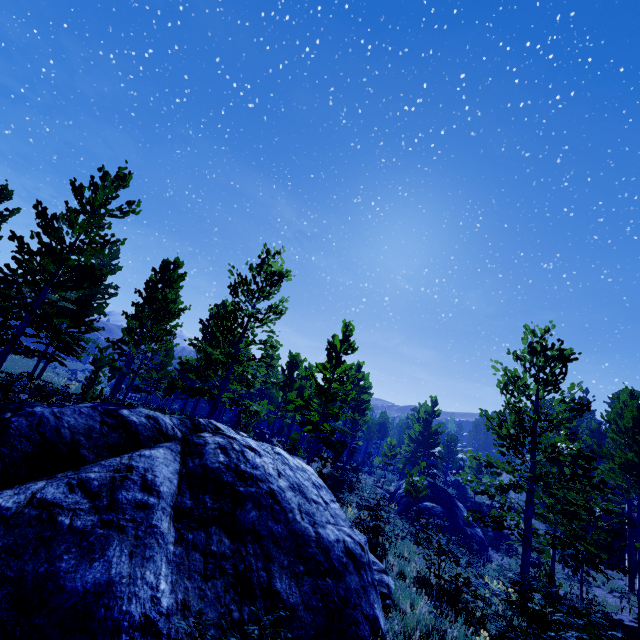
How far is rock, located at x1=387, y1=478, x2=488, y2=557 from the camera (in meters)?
22.19

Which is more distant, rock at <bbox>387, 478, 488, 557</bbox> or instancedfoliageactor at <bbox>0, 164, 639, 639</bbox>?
rock at <bbox>387, 478, 488, 557</bbox>

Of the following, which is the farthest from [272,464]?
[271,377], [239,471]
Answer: [271,377]

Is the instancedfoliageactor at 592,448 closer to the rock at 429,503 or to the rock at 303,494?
the rock at 303,494

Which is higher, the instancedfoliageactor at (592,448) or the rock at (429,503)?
the instancedfoliageactor at (592,448)

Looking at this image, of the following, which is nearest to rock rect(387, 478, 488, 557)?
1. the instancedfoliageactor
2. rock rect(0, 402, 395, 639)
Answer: the instancedfoliageactor

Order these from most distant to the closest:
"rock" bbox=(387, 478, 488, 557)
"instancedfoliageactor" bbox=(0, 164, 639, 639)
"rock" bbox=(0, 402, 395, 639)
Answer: "rock" bbox=(387, 478, 488, 557) < "instancedfoliageactor" bbox=(0, 164, 639, 639) < "rock" bbox=(0, 402, 395, 639)

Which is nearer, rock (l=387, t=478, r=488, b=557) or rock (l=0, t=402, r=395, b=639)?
rock (l=0, t=402, r=395, b=639)
